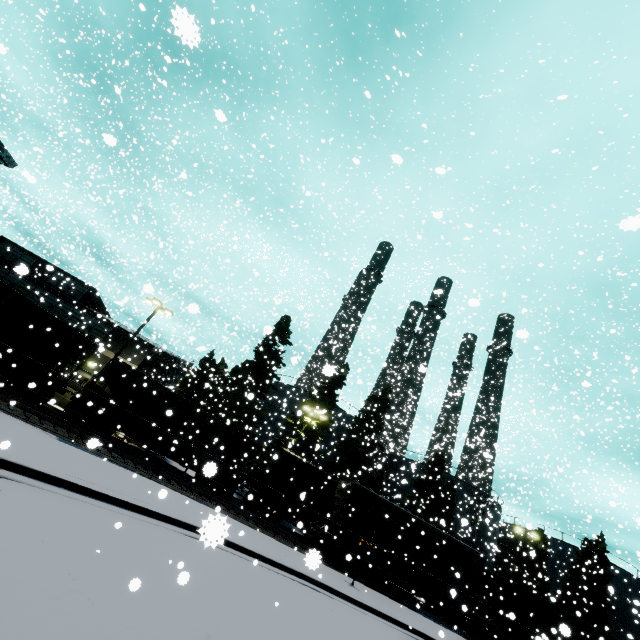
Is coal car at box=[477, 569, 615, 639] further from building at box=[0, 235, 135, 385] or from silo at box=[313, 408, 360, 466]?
silo at box=[313, 408, 360, 466]

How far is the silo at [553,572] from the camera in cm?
4153

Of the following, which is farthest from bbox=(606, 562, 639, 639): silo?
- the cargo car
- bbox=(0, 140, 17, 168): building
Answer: bbox=(0, 140, 17, 168): building

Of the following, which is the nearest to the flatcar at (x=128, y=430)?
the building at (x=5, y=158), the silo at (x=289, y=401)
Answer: the building at (x=5, y=158)

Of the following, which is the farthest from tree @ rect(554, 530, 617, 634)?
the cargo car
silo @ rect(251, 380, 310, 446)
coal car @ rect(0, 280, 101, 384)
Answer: coal car @ rect(0, 280, 101, 384)

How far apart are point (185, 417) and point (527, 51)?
25.9 meters

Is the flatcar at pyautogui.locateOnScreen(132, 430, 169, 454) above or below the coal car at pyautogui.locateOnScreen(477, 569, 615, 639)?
below
